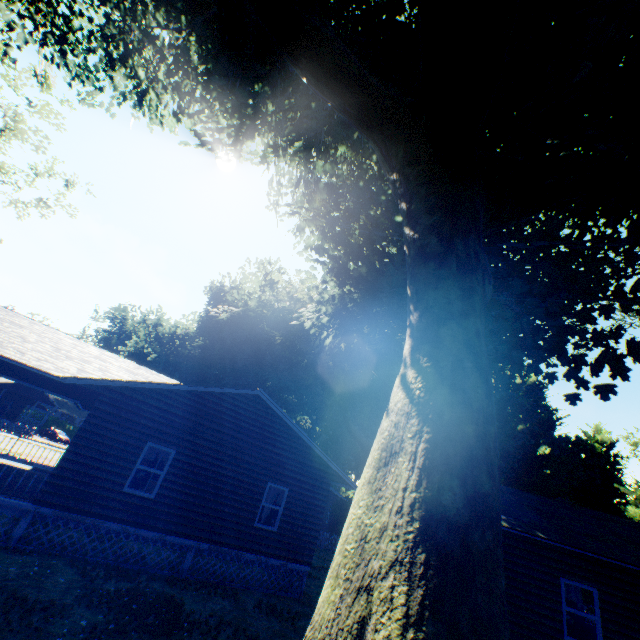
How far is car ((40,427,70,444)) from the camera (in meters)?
48.72

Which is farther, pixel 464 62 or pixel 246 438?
pixel 246 438

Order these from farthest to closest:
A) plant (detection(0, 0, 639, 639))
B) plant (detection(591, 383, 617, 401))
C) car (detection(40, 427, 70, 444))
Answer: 1. car (detection(40, 427, 70, 444))
2. plant (detection(591, 383, 617, 401))
3. plant (detection(0, 0, 639, 639))

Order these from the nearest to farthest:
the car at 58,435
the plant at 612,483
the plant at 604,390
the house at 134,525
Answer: the plant at 612,483 → the house at 134,525 → the plant at 604,390 → the car at 58,435

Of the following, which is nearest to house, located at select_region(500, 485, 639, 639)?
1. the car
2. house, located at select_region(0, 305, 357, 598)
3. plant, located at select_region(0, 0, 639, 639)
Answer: plant, located at select_region(0, 0, 639, 639)

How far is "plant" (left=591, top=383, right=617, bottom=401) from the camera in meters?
15.0 m

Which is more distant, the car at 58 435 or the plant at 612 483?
the car at 58 435
